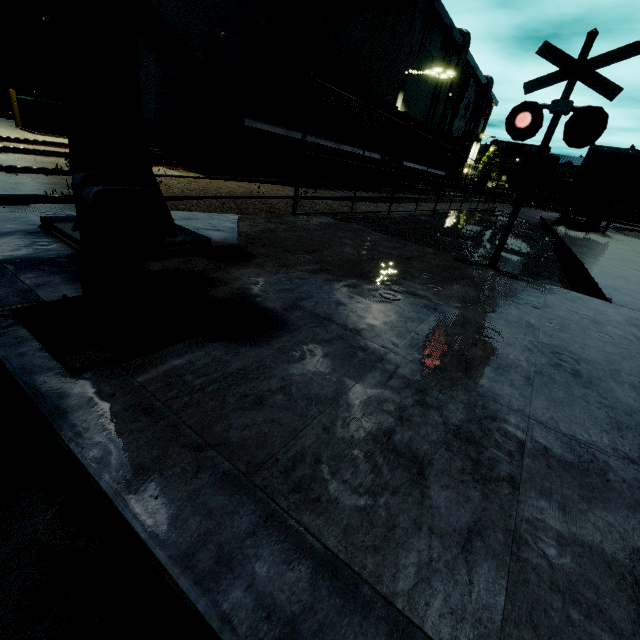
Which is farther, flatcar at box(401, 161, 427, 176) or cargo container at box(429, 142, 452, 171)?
cargo container at box(429, 142, 452, 171)

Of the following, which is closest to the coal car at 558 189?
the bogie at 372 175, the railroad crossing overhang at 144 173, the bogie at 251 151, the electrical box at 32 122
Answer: the bogie at 372 175

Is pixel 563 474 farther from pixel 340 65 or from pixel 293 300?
pixel 340 65

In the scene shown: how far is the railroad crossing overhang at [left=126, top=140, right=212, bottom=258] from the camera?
2.7m

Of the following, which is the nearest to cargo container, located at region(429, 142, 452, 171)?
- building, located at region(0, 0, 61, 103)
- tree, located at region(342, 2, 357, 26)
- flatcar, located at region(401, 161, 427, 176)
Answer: flatcar, located at region(401, 161, 427, 176)

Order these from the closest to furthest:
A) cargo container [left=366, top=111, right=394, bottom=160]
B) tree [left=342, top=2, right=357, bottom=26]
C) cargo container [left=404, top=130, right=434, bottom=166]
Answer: cargo container [left=366, top=111, right=394, bottom=160]
cargo container [left=404, top=130, right=434, bottom=166]
tree [left=342, top=2, right=357, bottom=26]

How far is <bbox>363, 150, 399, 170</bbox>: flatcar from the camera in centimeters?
1667cm

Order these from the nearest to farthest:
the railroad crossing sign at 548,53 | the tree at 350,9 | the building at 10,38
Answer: → the railroad crossing sign at 548,53 < the building at 10,38 < the tree at 350,9
